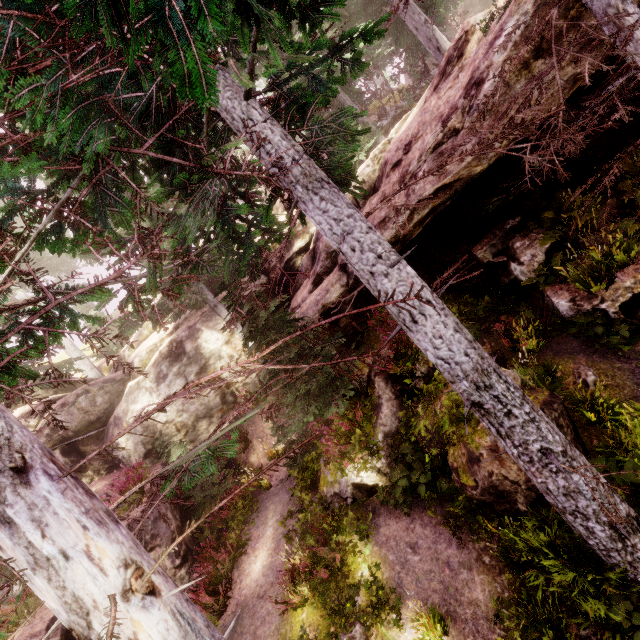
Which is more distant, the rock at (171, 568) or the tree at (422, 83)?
the tree at (422, 83)

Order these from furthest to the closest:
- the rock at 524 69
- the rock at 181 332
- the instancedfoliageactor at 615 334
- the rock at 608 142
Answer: the rock at 181 332
the rock at 608 142
the instancedfoliageactor at 615 334
the rock at 524 69

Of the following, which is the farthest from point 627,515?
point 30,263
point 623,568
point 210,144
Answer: point 30,263

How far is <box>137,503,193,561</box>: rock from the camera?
9.62m

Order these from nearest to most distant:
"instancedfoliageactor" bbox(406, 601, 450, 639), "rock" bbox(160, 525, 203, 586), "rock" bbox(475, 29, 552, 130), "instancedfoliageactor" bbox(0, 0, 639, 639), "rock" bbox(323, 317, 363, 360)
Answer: "instancedfoliageactor" bbox(0, 0, 639, 639) → "instancedfoliageactor" bbox(406, 601, 450, 639) → "rock" bbox(475, 29, 552, 130) → "rock" bbox(160, 525, 203, 586) → "rock" bbox(323, 317, 363, 360)
